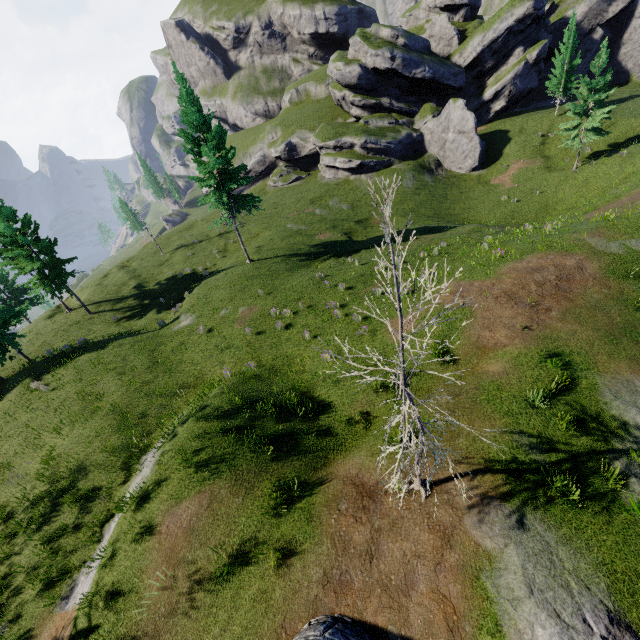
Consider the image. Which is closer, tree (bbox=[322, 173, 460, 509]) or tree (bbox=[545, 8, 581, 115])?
tree (bbox=[322, 173, 460, 509])

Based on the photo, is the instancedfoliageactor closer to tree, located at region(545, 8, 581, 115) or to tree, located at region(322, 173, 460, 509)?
tree, located at region(545, 8, 581, 115)

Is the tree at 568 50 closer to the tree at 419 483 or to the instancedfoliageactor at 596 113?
the instancedfoliageactor at 596 113

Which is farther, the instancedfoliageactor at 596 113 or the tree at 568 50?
the tree at 568 50

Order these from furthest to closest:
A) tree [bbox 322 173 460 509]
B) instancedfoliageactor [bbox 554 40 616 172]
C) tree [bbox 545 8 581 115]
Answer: →
1. tree [bbox 545 8 581 115]
2. instancedfoliageactor [bbox 554 40 616 172]
3. tree [bbox 322 173 460 509]

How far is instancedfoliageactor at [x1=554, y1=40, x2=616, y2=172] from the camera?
29.50m

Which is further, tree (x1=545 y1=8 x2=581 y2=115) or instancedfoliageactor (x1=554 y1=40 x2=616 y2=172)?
tree (x1=545 y1=8 x2=581 y2=115)

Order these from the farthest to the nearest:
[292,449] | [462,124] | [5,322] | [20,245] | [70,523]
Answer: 1. [462,124]
2. [20,245]
3. [5,322]
4. [70,523]
5. [292,449]
